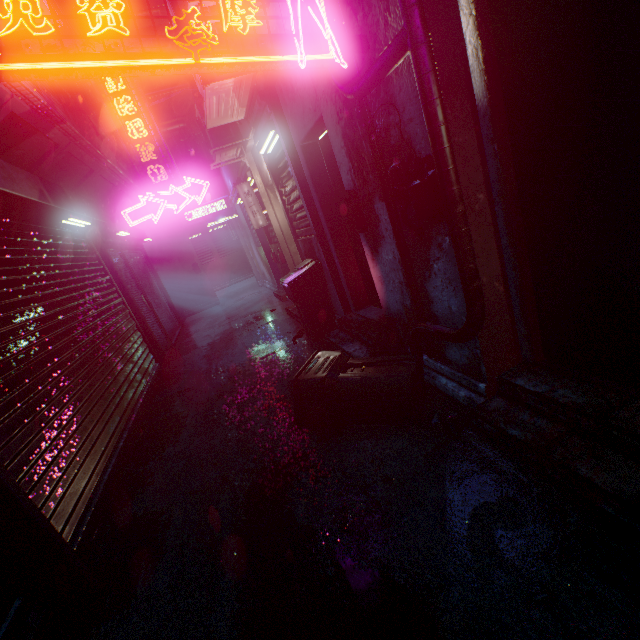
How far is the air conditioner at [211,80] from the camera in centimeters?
319cm

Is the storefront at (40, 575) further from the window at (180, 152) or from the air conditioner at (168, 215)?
the window at (180, 152)

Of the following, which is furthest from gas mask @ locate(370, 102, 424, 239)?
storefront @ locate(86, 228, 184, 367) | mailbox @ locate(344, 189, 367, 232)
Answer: storefront @ locate(86, 228, 184, 367)

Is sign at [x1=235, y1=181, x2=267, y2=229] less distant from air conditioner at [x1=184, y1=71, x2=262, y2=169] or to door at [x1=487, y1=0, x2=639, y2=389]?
air conditioner at [x1=184, y1=71, x2=262, y2=169]

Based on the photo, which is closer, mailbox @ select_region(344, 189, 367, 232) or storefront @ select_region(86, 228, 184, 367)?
mailbox @ select_region(344, 189, 367, 232)

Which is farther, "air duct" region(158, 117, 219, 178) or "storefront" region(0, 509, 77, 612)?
"air duct" region(158, 117, 219, 178)

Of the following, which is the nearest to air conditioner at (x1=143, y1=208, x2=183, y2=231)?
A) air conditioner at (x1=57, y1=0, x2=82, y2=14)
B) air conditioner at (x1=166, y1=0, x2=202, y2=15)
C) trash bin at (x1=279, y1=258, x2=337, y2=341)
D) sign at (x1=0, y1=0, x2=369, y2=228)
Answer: air conditioner at (x1=57, y1=0, x2=82, y2=14)

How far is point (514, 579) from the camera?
1.3 meters
